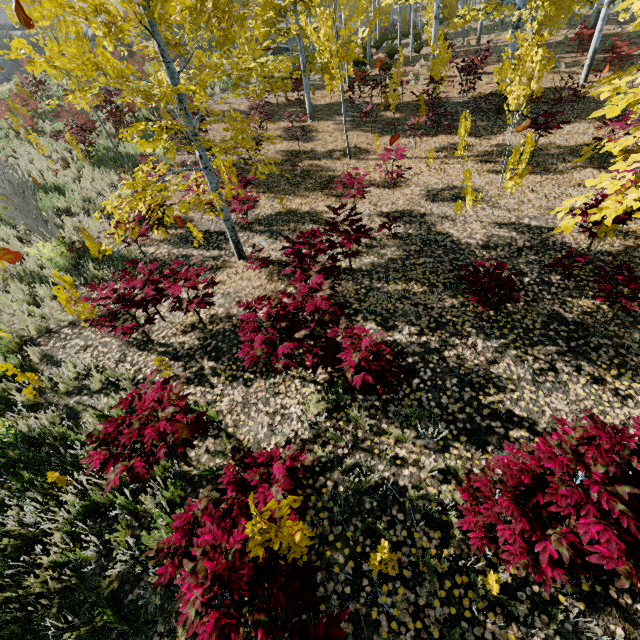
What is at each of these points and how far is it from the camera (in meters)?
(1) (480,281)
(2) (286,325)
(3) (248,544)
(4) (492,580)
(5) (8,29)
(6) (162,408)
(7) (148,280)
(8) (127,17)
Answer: (1) instancedfoliageactor, 4.56
(2) instancedfoliageactor, 4.18
(3) instancedfoliageactor, 2.02
(4) instancedfoliageactor, 2.69
(5) rock, 26.19
(6) instancedfoliageactor, 3.20
(7) instancedfoliageactor, 5.14
(8) instancedfoliageactor, 30.62

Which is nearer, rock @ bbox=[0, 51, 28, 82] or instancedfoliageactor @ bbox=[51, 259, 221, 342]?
instancedfoliageactor @ bbox=[51, 259, 221, 342]

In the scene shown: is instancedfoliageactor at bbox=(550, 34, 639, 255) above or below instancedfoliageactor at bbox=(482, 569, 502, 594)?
above

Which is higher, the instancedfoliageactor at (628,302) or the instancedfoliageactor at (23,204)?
the instancedfoliageactor at (23,204)

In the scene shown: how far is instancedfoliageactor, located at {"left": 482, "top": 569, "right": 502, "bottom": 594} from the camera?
2.6 meters

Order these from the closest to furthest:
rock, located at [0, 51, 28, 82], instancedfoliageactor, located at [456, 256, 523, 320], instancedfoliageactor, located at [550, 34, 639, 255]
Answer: instancedfoliageactor, located at [550, 34, 639, 255]
instancedfoliageactor, located at [456, 256, 523, 320]
rock, located at [0, 51, 28, 82]
